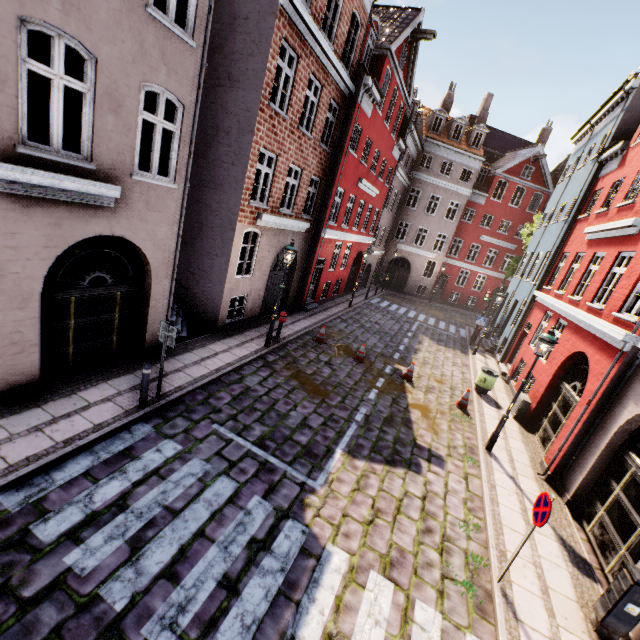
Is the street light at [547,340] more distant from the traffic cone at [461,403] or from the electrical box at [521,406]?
the electrical box at [521,406]

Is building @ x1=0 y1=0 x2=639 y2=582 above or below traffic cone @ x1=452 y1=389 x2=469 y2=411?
above

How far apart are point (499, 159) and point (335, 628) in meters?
39.1

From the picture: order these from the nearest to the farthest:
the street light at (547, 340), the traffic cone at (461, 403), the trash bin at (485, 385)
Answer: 1. the street light at (547, 340)
2. the traffic cone at (461, 403)
3. the trash bin at (485, 385)

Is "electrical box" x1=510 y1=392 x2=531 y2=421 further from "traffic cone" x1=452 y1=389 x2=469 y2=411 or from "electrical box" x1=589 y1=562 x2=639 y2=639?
"electrical box" x1=589 y1=562 x2=639 y2=639

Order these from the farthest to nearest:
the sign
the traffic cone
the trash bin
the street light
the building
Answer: the trash bin
the traffic cone
the street light
the building
the sign

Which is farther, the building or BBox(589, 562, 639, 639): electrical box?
the building

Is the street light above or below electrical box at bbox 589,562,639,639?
above
